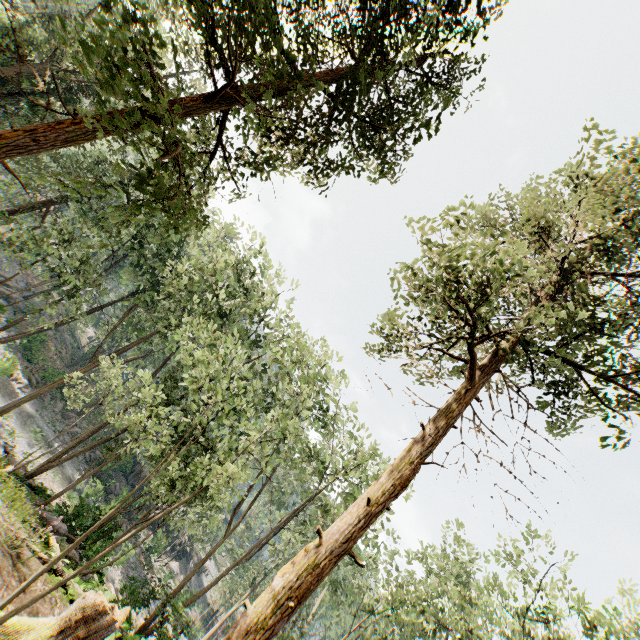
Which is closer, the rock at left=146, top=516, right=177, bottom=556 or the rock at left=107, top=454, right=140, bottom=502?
the rock at left=107, top=454, right=140, bottom=502

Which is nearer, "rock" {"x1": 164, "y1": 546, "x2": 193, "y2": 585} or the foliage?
the foliage

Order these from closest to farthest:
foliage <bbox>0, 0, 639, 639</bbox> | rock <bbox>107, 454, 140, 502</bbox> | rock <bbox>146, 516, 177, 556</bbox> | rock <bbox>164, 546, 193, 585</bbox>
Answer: foliage <bbox>0, 0, 639, 639</bbox>
rock <bbox>107, 454, 140, 502</bbox>
rock <bbox>146, 516, 177, 556</bbox>
rock <bbox>164, 546, 193, 585</bbox>

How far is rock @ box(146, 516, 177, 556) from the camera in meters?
35.5 m

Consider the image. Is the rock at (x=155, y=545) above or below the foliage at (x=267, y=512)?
below

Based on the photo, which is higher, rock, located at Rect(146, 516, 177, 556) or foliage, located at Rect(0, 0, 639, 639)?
foliage, located at Rect(0, 0, 639, 639)

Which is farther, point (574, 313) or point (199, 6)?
point (574, 313)

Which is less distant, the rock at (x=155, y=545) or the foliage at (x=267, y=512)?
the foliage at (x=267, y=512)
